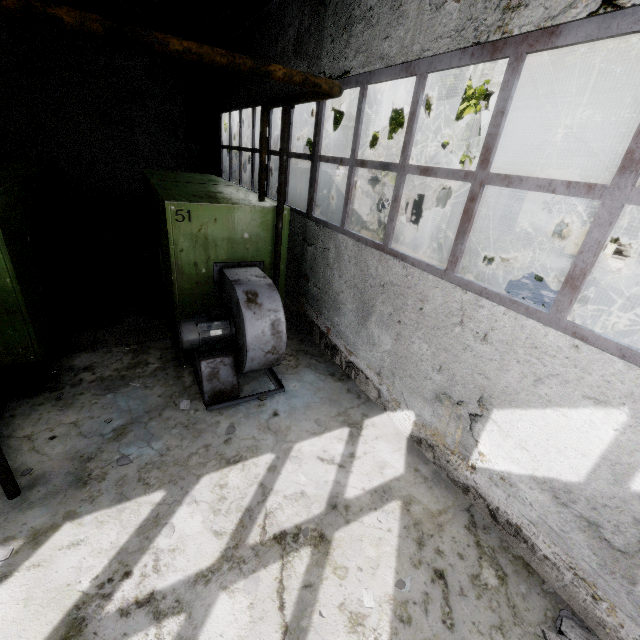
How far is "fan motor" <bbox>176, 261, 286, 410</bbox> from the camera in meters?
4.9

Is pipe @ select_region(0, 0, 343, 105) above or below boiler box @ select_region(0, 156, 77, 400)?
above

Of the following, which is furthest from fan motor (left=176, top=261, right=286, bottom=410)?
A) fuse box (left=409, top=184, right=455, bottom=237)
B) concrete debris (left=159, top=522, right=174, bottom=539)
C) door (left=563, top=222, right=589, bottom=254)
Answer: door (left=563, top=222, right=589, bottom=254)

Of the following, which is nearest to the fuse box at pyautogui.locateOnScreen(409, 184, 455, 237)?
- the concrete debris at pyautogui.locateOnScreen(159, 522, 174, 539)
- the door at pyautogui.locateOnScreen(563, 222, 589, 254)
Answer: the door at pyautogui.locateOnScreen(563, 222, 589, 254)

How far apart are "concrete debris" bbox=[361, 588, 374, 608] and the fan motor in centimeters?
308cm

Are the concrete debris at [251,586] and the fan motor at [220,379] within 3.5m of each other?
yes

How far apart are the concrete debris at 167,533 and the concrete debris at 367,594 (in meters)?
2.05

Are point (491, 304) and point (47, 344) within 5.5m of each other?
no
